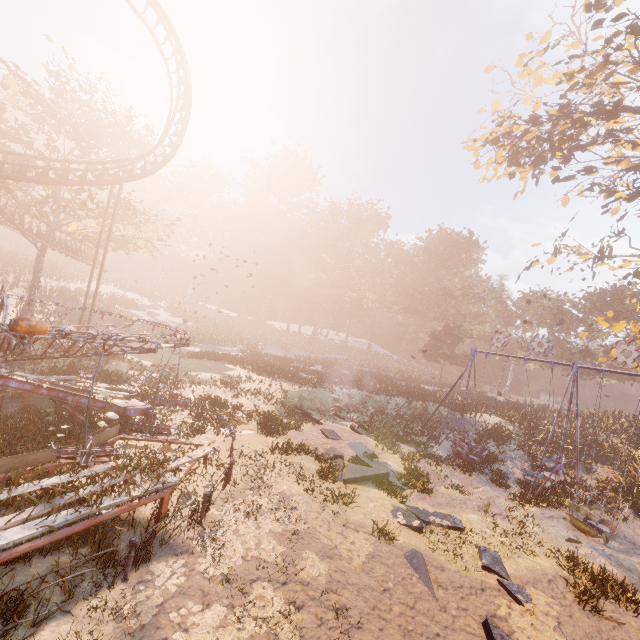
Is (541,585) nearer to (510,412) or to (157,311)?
(510,412)

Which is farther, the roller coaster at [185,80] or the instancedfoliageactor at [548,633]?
the roller coaster at [185,80]

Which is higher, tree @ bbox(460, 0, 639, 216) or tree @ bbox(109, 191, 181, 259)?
tree @ bbox(460, 0, 639, 216)

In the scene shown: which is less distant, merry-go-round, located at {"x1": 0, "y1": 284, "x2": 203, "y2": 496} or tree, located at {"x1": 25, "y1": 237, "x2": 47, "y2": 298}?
merry-go-round, located at {"x1": 0, "y1": 284, "x2": 203, "y2": 496}

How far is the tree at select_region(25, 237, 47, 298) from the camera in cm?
2623

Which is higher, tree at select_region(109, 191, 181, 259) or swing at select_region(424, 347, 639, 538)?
tree at select_region(109, 191, 181, 259)

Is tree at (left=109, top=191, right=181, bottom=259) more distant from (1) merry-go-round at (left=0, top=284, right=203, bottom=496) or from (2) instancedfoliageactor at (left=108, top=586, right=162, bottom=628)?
(2) instancedfoliageactor at (left=108, top=586, right=162, bottom=628)

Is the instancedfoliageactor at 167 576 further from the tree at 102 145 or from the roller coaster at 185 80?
the tree at 102 145
